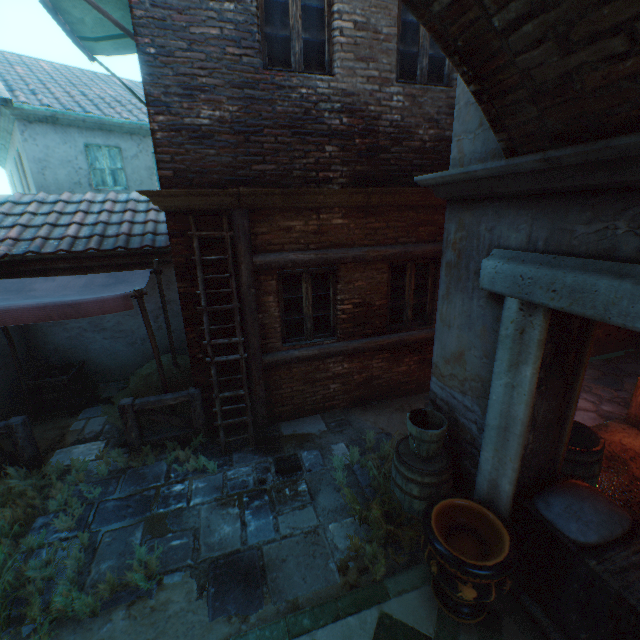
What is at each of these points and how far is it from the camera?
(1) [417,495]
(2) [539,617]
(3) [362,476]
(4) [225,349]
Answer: (1) barrel, 3.5 meters
(2) building, 2.9 meters
(3) ground pavers, 4.6 meters
(4) building, 5.2 meters

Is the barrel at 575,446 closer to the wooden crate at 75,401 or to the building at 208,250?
the building at 208,250

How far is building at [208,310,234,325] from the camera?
4.98m

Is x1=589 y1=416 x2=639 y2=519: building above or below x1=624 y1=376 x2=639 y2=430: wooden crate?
below

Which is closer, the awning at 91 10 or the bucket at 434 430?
the bucket at 434 430

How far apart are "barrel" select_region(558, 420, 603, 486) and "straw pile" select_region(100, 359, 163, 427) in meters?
5.5

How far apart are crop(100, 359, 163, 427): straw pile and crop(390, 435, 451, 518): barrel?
3.94m

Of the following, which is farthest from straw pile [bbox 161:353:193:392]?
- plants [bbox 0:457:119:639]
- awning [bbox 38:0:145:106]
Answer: awning [bbox 38:0:145:106]
